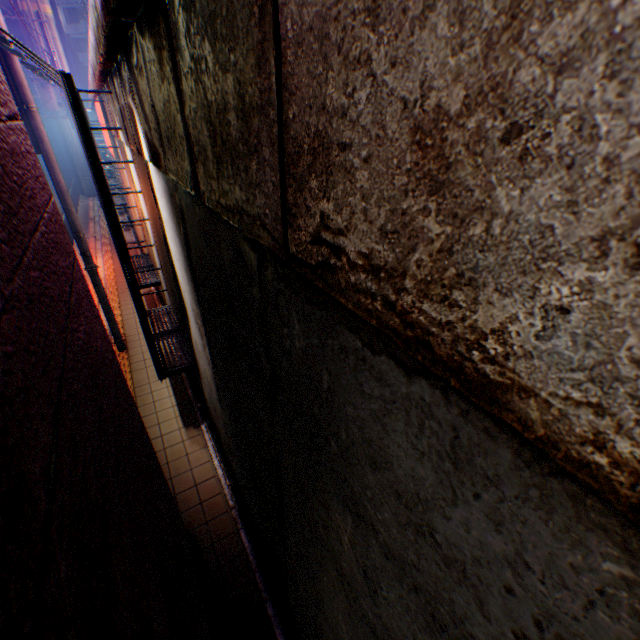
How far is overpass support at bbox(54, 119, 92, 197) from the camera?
23.0 meters

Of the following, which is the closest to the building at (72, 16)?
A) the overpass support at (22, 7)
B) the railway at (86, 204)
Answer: the overpass support at (22, 7)

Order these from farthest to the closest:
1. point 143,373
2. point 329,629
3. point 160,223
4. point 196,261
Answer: point 143,373
point 160,223
point 196,261
point 329,629

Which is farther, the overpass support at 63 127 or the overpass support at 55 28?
the overpass support at 63 127

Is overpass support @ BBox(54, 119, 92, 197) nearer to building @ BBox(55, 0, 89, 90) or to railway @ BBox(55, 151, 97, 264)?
railway @ BBox(55, 151, 97, 264)

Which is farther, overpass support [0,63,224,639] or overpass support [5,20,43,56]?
overpass support [5,20,43,56]

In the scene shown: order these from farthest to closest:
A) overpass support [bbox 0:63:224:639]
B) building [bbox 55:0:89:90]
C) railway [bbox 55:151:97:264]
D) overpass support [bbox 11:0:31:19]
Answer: building [bbox 55:0:89:90] < overpass support [bbox 11:0:31:19] < railway [bbox 55:151:97:264] < overpass support [bbox 0:63:224:639]
